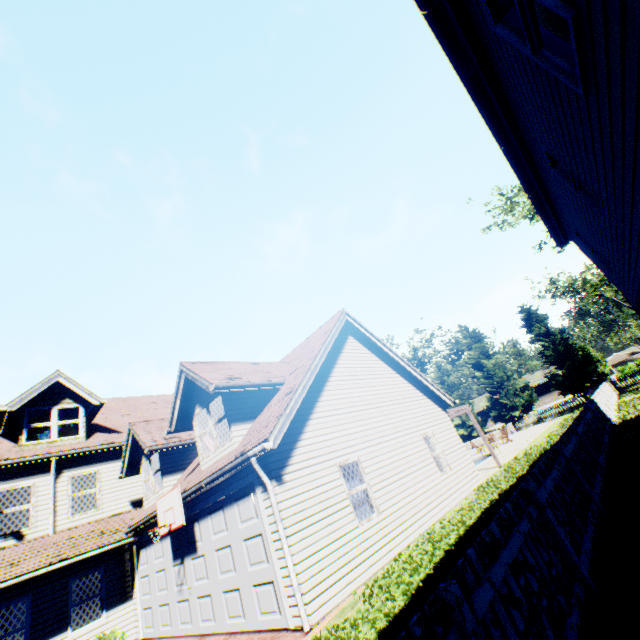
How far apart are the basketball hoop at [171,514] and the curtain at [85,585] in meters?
4.9 m

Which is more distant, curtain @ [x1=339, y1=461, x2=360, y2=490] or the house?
the house

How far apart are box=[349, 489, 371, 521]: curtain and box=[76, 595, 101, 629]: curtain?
10.3m

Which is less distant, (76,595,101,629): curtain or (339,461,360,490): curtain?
(339,461,360,490): curtain

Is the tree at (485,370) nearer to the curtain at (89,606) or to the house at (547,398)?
the house at (547,398)

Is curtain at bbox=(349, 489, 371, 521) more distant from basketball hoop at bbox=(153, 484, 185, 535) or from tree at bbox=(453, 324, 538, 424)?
tree at bbox=(453, 324, 538, 424)

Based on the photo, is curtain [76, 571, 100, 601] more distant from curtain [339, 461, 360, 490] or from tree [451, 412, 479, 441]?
tree [451, 412, 479, 441]

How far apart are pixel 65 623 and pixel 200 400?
8.7 meters
